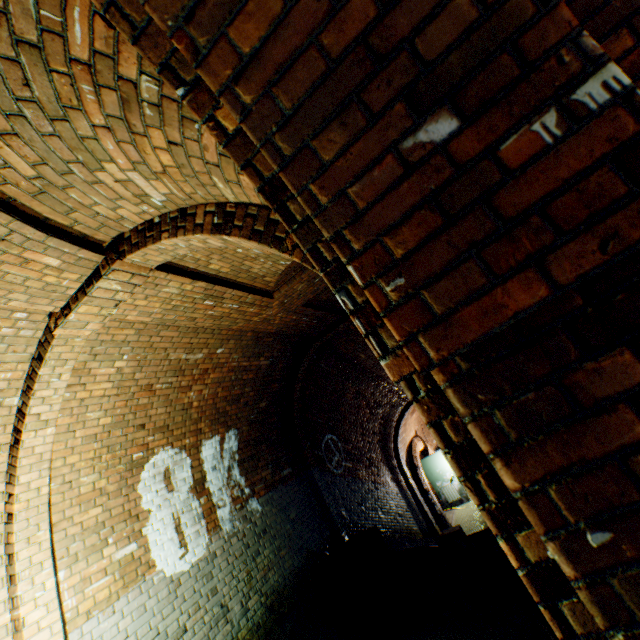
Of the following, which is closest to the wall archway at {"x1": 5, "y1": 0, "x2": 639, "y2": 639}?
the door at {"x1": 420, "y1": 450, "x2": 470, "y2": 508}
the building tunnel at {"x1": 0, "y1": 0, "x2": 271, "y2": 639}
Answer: the building tunnel at {"x1": 0, "y1": 0, "x2": 271, "y2": 639}

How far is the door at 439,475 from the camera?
12.98m

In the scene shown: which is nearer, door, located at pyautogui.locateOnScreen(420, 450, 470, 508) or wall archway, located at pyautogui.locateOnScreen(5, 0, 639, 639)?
wall archway, located at pyautogui.locateOnScreen(5, 0, 639, 639)

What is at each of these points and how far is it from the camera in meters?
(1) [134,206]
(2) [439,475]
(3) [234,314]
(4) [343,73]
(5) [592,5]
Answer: (1) building tunnel, 2.3
(2) door, 13.4
(3) building tunnel, 4.6
(4) wall archway, 0.8
(5) building tunnel, 1.2

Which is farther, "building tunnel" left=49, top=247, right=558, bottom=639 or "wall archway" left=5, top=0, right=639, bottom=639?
"building tunnel" left=49, top=247, right=558, bottom=639

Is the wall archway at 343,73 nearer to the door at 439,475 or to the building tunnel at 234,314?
the building tunnel at 234,314

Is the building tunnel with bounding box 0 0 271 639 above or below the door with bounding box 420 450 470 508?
above
